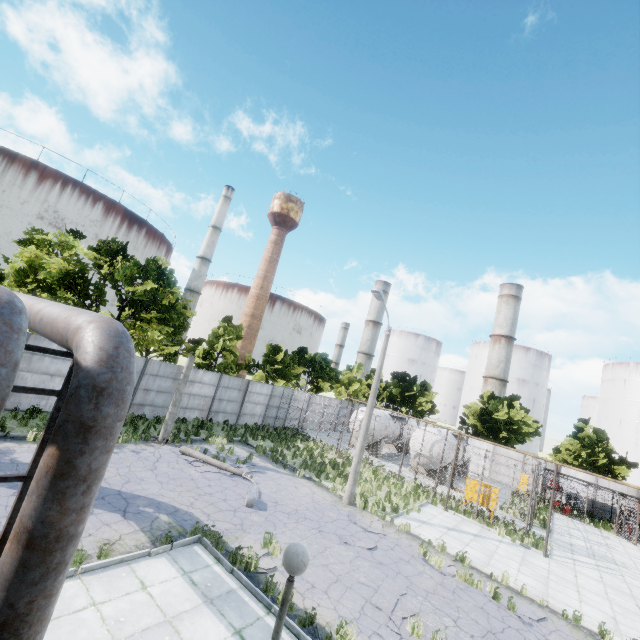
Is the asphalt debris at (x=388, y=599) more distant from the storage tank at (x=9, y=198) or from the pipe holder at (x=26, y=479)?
the storage tank at (x=9, y=198)

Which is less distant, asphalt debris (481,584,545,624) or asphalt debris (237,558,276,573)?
asphalt debris (237,558,276,573)

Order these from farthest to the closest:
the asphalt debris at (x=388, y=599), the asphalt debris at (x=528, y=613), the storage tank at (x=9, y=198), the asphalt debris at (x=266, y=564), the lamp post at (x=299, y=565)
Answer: the storage tank at (x=9, y=198)
the asphalt debris at (x=528, y=613)
the asphalt debris at (x=266, y=564)
the asphalt debris at (x=388, y=599)
the lamp post at (x=299, y=565)

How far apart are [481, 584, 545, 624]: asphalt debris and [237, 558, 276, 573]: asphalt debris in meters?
7.3

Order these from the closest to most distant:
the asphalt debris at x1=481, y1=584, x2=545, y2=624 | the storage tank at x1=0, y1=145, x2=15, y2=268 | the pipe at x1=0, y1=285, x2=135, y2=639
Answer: the pipe at x1=0, y1=285, x2=135, y2=639 → the asphalt debris at x1=481, y1=584, x2=545, y2=624 → the storage tank at x1=0, y1=145, x2=15, y2=268

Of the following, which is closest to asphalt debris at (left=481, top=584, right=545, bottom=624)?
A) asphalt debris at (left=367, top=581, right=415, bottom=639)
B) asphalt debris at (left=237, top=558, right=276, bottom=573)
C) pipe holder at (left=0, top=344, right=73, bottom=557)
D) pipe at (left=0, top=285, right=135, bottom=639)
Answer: asphalt debris at (left=367, top=581, right=415, bottom=639)

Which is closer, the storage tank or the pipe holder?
the pipe holder

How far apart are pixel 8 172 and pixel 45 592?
85.18m
